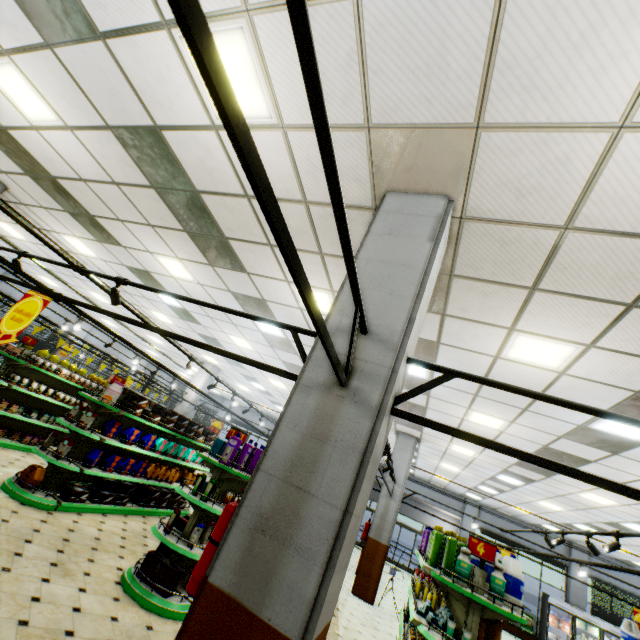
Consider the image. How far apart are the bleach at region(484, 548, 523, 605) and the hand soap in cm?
140

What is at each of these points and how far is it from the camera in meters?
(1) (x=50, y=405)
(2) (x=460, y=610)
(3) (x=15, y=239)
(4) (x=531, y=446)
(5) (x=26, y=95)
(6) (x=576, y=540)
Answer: (1) shelf, 9.1
(2) shelf, 4.4
(3) building, 10.6
(4) building, 7.7
(5) building, 4.3
(6) building, 15.8

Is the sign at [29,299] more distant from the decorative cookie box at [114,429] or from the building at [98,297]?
the decorative cookie box at [114,429]

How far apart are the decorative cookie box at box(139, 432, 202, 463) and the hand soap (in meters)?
6.36

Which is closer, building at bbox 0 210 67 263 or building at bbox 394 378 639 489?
building at bbox 394 378 639 489

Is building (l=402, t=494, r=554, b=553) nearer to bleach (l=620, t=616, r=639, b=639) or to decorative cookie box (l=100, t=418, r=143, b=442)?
decorative cookie box (l=100, t=418, r=143, b=442)

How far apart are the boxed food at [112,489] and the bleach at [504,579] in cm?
725
